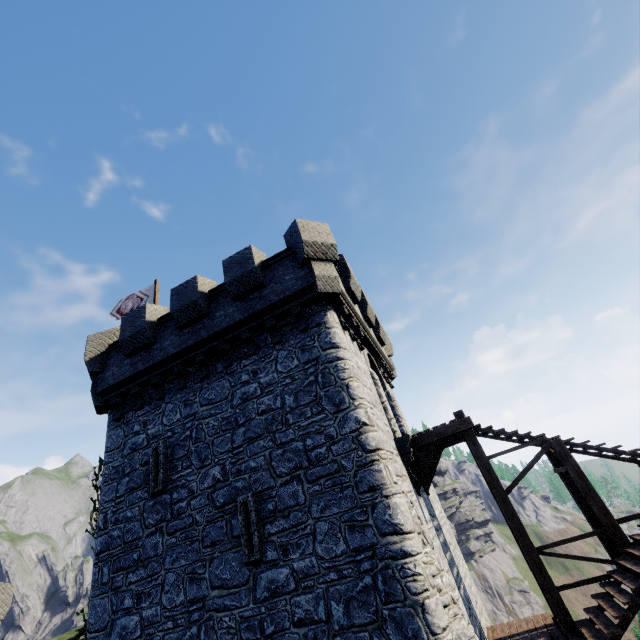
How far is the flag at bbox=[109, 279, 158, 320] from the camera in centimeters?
1675cm

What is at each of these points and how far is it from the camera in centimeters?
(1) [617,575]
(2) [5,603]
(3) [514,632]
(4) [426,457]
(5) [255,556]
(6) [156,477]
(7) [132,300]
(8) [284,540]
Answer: (1) stairs, 822cm
(2) building, 2133cm
(3) wooden platform, 1009cm
(4) wooden platform, 1044cm
(5) window slit, 803cm
(6) window slit, 1023cm
(7) flag, 1716cm
(8) building, 805cm

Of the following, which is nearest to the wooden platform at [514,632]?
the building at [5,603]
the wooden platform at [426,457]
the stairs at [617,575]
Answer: the stairs at [617,575]

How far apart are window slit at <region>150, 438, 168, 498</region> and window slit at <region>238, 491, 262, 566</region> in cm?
256

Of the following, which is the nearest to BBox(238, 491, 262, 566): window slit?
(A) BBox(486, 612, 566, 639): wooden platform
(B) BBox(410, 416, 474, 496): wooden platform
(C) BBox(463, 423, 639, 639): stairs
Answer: (B) BBox(410, 416, 474, 496): wooden platform

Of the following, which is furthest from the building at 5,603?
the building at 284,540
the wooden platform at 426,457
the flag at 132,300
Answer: the wooden platform at 426,457

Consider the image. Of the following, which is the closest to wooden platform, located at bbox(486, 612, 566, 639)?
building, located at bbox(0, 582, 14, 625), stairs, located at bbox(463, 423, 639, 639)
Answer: stairs, located at bbox(463, 423, 639, 639)

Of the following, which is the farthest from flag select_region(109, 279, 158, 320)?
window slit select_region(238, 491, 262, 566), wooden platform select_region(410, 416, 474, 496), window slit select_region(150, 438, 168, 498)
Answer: wooden platform select_region(410, 416, 474, 496)
